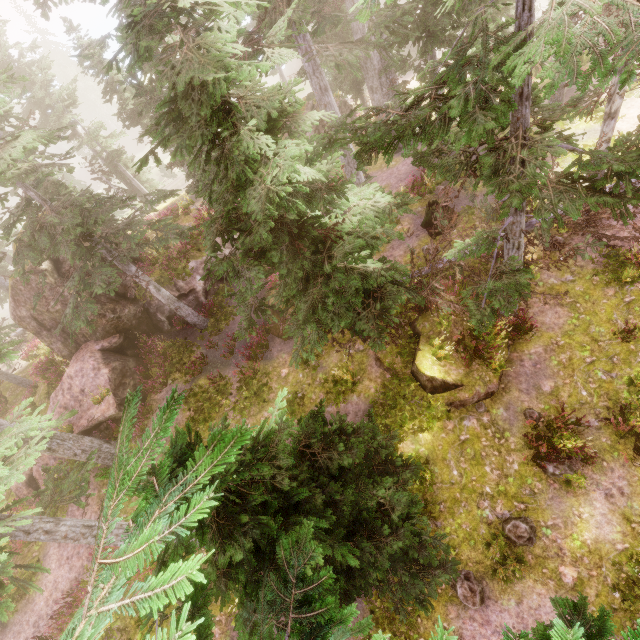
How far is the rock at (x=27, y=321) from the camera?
15.1 meters

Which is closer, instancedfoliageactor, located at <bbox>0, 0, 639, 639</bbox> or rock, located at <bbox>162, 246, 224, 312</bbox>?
instancedfoliageactor, located at <bbox>0, 0, 639, 639</bbox>

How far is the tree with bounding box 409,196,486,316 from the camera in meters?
9.1

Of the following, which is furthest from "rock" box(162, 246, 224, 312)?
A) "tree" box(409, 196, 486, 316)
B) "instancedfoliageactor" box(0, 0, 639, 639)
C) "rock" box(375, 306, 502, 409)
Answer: "rock" box(375, 306, 502, 409)

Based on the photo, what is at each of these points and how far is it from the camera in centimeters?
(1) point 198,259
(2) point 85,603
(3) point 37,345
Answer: (1) rock, 1880cm
(2) instancedfoliageactor, 172cm
(3) instancedfoliageactor, 2517cm

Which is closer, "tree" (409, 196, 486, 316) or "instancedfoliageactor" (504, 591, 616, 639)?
"instancedfoliageactor" (504, 591, 616, 639)

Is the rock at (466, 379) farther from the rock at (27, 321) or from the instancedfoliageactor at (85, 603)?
the rock at (27, 321)

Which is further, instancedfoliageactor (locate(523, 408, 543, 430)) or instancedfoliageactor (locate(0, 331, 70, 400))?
instancedfoliageactor (locate(523, 408, 543, 430))
